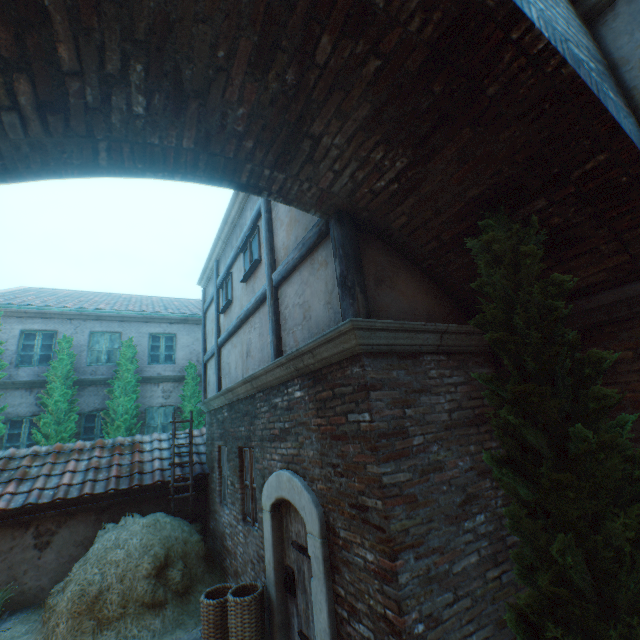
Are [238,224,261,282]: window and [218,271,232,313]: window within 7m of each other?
yes

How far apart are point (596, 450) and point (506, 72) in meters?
2.5

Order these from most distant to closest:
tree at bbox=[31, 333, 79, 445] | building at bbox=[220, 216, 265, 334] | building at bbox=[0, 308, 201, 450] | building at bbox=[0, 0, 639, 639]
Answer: building at bbox=[0, 308, 201, 450], tree at bbox=[31, 333, 79, 445], building at bbox=[220, 216, 265, 334], building at bbox=[0, 0, 639, 639]

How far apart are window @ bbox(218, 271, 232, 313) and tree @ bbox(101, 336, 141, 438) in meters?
5.7

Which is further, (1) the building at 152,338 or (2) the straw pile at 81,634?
(1) the building at 152,338

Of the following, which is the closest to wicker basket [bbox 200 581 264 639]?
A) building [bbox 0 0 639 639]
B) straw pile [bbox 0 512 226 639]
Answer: building [bbox 0 0 639 639]

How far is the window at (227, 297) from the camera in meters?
7.5

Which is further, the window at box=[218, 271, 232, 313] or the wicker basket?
the window at box=[218, 271, 232, 313]
